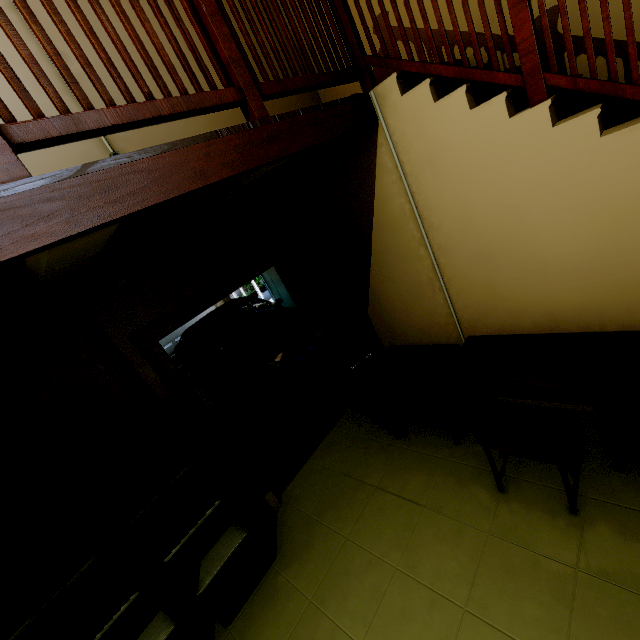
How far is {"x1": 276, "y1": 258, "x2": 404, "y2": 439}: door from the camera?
2.9 meters

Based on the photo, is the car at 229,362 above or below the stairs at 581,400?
above

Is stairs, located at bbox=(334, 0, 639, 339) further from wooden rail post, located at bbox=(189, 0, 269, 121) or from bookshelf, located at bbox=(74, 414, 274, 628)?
bookshelf, located at bbox=(74, 414, 274, 628)

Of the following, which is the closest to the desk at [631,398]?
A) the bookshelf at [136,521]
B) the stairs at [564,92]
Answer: the stairs at [564,92]

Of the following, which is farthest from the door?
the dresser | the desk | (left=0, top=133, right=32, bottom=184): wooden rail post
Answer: (left=0, top=133, right=32, bottom=184): wooden rail post

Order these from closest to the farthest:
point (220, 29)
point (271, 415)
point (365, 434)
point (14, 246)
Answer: point (14, 246) < point (220, 29) < point (365, 434) < point (271, 415)

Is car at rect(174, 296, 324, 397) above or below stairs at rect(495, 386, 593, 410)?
above

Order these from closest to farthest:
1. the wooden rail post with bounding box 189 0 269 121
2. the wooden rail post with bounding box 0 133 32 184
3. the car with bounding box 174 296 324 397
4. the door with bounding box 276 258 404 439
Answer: the wooden rail post with bounding box 0 133 32 184 → the wooden rail post with bounding box 189 0 269 121 → the door with bounding box 276 258 404 439 → the car with bounding box 174 296 324 397
